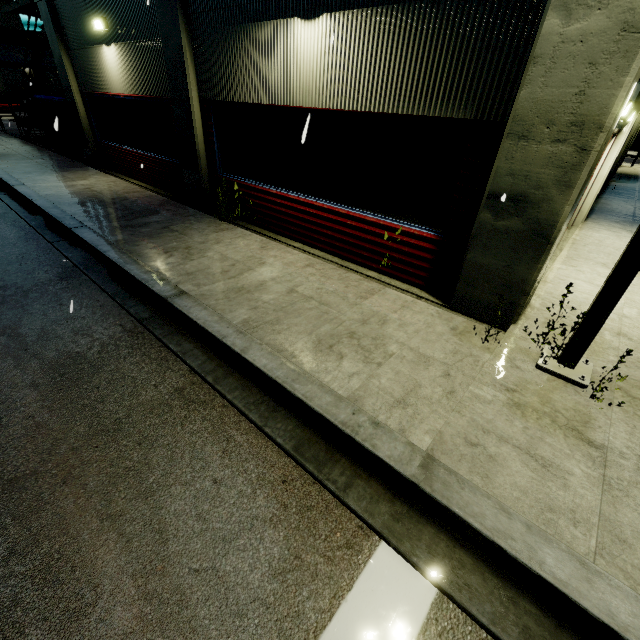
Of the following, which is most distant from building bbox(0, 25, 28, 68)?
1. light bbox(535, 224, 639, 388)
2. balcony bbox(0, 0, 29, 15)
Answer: light bbox(535, 224, 639, 388)

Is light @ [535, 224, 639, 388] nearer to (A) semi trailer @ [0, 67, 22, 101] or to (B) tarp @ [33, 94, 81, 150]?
(B) tarp @ [33, 94, 81, 150]

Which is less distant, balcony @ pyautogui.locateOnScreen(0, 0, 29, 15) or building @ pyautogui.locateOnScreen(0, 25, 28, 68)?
balcony @ pyautogui.locateOnScreen(0, 0, 29, 15)

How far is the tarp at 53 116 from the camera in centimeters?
1336cm

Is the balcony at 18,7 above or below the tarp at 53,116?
above

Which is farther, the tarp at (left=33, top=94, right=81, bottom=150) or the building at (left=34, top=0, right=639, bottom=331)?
the tarp at (left=33, top=94, right=81, bottom=150)

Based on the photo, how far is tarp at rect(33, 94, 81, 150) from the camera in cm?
1336

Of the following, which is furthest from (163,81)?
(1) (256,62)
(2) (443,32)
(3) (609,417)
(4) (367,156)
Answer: (3) (609,417)
